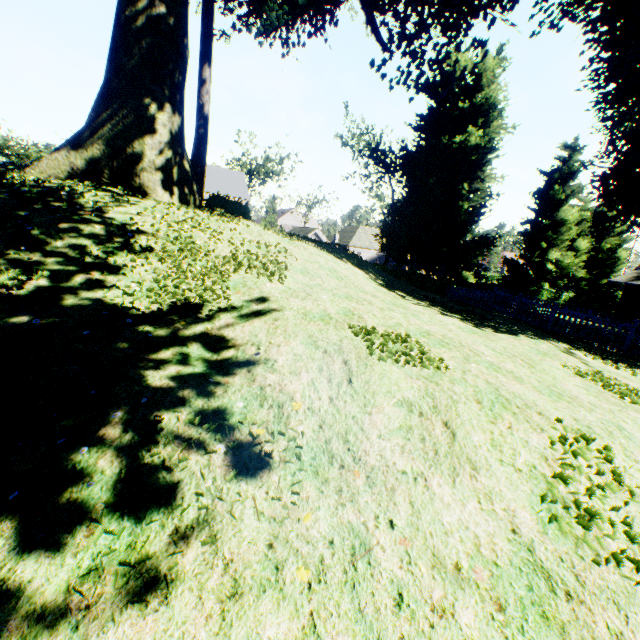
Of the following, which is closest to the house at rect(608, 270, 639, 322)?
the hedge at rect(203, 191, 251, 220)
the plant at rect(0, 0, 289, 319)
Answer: the plant at rect(0, 0, 289, 319)

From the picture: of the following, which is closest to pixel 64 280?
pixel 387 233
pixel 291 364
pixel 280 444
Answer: pixel 291 364

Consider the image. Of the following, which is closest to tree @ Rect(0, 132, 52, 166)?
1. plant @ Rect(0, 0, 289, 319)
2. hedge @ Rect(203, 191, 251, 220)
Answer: plant @ Rect(0, 0, 289, 319)

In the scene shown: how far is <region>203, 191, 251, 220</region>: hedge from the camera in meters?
16.3 m

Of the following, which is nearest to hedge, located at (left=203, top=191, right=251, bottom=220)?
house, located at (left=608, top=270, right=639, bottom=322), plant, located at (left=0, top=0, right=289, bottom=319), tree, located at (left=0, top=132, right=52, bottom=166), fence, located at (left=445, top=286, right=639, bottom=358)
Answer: plant, located at (left=0, top=0, right=289, bottom=319)

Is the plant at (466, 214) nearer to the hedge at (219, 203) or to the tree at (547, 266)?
the tree at (547, 266)

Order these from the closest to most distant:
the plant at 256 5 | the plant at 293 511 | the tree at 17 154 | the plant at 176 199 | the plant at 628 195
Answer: the plant at 293 511 → the plant at 176 199 → the plant at 628 195 → the plant at 256 5 → the tree at 17 154

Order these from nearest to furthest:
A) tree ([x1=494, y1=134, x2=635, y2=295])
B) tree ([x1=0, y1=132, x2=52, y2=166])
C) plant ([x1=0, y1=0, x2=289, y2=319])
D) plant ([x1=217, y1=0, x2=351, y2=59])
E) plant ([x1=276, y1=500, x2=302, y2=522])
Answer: plant ([x1=276, y1=500, x2=302, y2=522])
plant ([x1=0, y1=0, x2=289, y2=319])
plant ([x1=217, y1=0, x2=351, y2=59])
tree ([x1=494, y1=134, x2=635, y2=295])
tree ([x1=0, y1=132, x2=52, y2=166])
